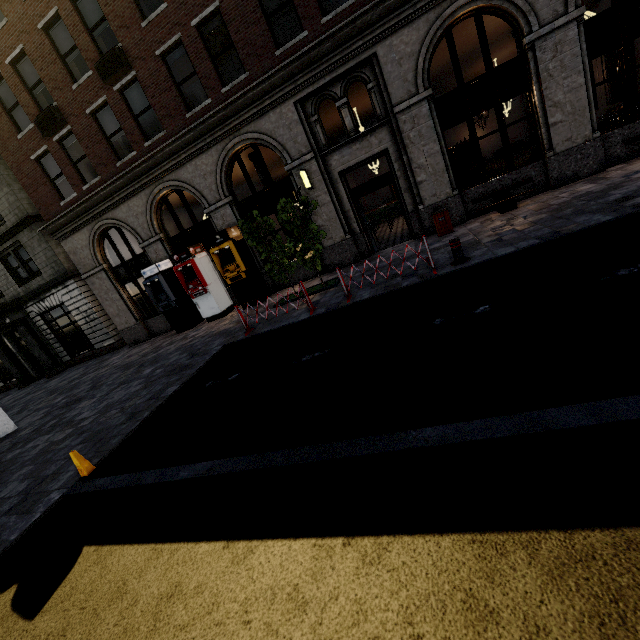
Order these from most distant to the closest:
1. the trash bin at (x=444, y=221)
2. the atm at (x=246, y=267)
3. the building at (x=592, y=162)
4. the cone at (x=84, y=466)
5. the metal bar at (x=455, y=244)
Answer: the atm at (x=246, y=267)
the trash bin at (x=444, y=221)
the building at (x=592, y=162)
the metal bar at (x=455, y=244)
the cone at (x=84, y=466)

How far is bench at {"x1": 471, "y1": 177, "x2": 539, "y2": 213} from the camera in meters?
10.0 m

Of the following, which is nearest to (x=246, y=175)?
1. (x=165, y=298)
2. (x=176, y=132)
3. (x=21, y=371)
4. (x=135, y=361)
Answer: (x=176, y=132)

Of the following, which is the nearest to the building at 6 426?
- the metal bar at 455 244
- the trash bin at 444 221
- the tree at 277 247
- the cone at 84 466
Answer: the cone at 84 466

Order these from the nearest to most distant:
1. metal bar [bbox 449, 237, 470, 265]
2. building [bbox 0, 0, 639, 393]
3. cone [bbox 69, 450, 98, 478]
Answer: cone [bbox 69, 450, 98, 478]
metal bar [bbox 449, 237, 470, 265]
building [bbox 0, 0, 639, 393]

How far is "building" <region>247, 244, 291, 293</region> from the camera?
13.7m

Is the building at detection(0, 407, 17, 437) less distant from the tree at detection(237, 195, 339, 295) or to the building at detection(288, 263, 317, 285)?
the building at detection(288, 263, 317, 285)

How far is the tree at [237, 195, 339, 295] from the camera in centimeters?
967cm
